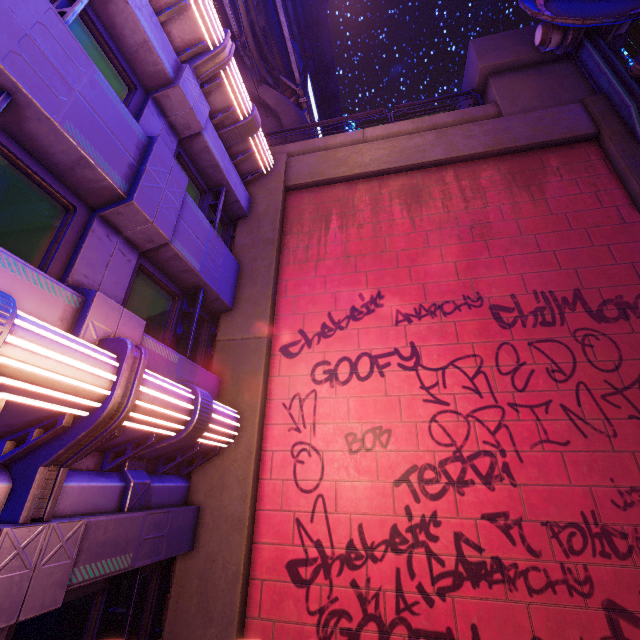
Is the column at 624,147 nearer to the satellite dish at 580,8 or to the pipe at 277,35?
the satellite dish at 580,8

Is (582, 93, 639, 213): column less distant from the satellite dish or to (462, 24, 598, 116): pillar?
the satellite dish

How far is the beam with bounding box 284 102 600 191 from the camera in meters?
8.1 m

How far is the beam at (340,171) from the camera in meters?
→ 8.1

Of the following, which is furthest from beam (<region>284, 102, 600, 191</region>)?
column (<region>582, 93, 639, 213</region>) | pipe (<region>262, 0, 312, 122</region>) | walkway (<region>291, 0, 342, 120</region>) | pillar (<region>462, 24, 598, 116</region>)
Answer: walkway (<region>291, 0, 342, 120</region>)

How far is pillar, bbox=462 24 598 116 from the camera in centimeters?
930cm

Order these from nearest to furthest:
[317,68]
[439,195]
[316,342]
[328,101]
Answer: [316,342]
[439,195]
[317,68]
[328,101]
